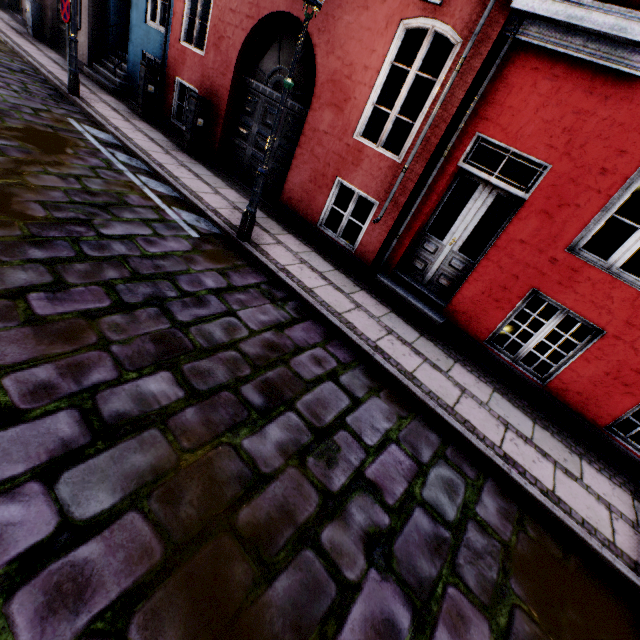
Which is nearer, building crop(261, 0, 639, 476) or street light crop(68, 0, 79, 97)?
building crop(261, 0, 639, 476)

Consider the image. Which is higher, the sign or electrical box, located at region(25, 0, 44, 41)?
the sign

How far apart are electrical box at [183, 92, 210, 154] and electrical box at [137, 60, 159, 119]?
2.1m

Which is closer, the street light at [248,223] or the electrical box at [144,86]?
the street light at [248,223]

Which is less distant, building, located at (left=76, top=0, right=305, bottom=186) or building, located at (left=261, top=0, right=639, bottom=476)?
building, located at (left=261, top=0, right=639, bottom=476)

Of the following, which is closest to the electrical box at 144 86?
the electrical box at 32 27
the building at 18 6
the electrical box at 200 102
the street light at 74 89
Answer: the building at 18 6

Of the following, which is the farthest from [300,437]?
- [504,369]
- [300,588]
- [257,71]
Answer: [257,71]
